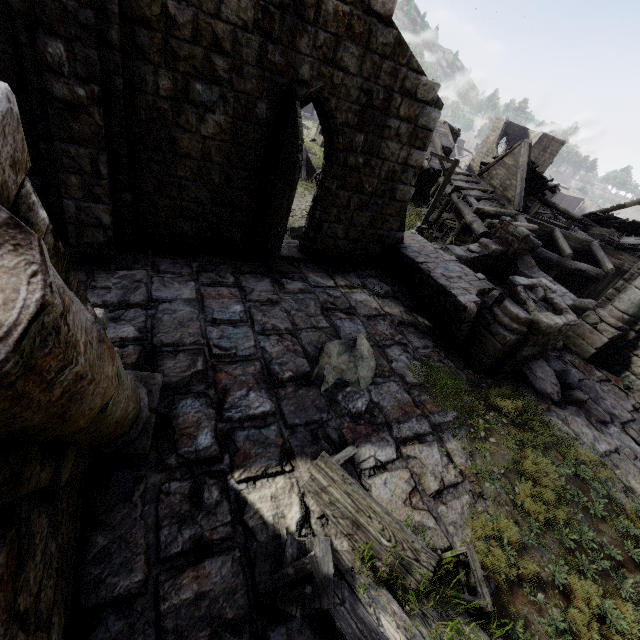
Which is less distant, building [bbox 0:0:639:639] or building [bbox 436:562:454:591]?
building [bbox 0:0:639:639]

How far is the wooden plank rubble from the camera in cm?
2112

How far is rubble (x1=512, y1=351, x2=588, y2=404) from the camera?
7.93m

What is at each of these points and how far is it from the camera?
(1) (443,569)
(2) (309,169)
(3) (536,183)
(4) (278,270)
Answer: (1) building, 4.25m
(2) stairs, 23.27m
(3) wooden plank rubble, 22.22m
(4) building, 8.77m

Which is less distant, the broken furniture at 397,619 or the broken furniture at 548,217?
the broken furniture at 397,619

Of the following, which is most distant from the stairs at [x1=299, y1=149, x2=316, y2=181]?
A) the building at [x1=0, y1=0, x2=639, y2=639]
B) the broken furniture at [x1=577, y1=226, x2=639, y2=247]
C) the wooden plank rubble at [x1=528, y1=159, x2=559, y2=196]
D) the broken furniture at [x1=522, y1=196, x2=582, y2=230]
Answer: the broken furniture at [x1=577, y1=226, x2=639, y2=247]

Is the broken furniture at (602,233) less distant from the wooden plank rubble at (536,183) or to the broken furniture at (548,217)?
the broken furniture at (548,217)

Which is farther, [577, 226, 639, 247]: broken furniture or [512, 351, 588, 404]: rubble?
[577, 226, 639, 247]: broken furniture
